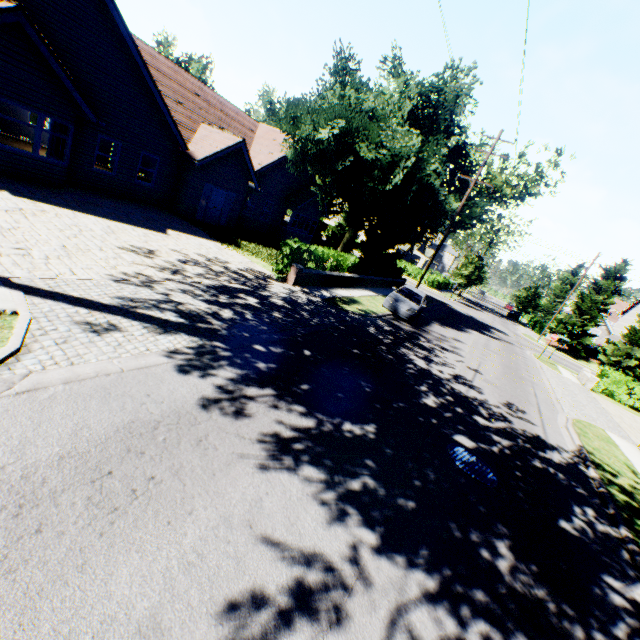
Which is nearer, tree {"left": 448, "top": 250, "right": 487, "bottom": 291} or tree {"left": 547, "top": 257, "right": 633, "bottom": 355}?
tree {"left": 547, "top": 257, "right": 633, "bottom": 355}

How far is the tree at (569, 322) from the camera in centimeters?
3609cm

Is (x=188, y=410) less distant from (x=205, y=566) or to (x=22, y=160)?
(x=205, y=566)

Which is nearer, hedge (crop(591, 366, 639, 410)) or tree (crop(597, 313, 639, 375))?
Result: hedge (crop(591, 366, 639, 410))

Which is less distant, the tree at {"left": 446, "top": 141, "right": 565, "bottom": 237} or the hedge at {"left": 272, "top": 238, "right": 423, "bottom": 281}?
the hedge at {"left": 272, "top": 238, "right": 423, "bottom": 281}

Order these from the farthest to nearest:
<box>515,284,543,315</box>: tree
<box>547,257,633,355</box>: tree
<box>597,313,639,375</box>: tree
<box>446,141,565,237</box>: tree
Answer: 1. <box>515,284,543,315</box>: tree
2. <box>547,257,633,355</box>: tree
3. <box>597,313,639,375</box>: tree
4. <box>446,141,565,237</box>: tree

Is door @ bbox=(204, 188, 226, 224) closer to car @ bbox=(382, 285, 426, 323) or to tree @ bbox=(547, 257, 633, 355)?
tree @ bbox=(547, 257, 633, 355)

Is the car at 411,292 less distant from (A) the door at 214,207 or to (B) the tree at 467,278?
(B) the tree at 467,278
